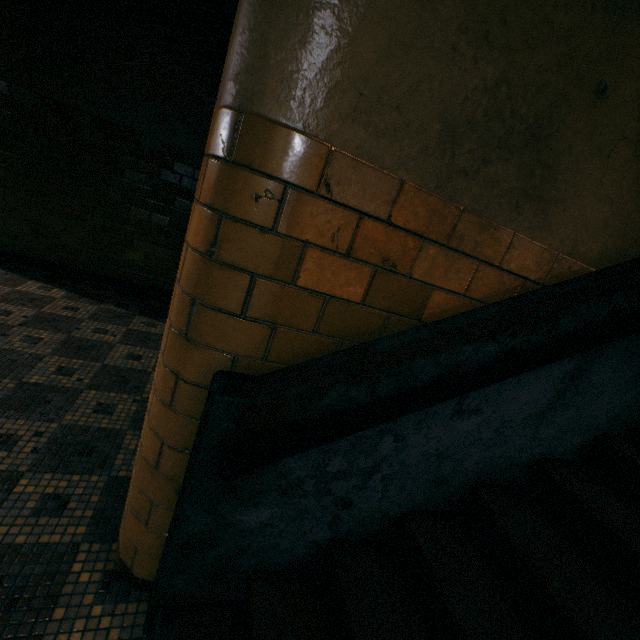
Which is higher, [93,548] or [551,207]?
[551,207]
